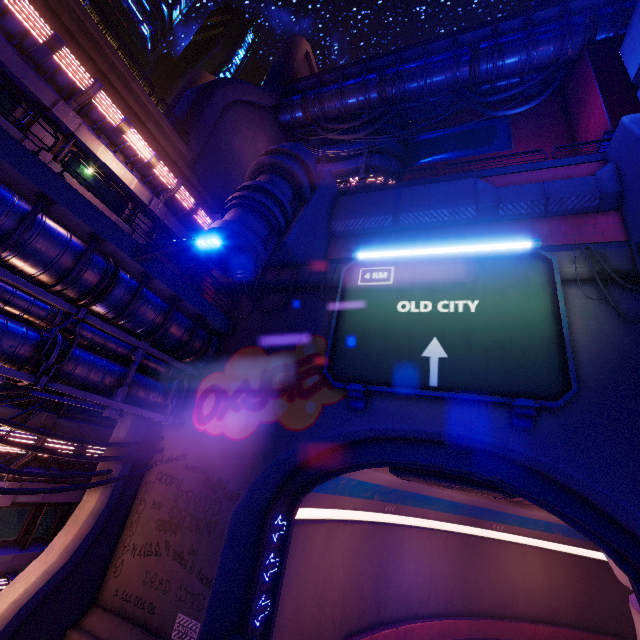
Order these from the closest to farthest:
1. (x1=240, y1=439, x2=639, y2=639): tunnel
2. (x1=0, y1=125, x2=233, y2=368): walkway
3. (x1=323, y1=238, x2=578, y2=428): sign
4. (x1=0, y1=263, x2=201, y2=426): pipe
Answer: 1. (x1=0, y1=125, x2=233, y2=368): walkway
2. (x1=0, y1=263, x2=201, y2=426): pipe
3. (x1=323, y1=238, x2=578, y2=428): sign
4. (x1=240, y1=439, x2=639, y2=639): tunnel

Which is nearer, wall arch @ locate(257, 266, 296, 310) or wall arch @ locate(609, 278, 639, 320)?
wall arch @ locate(609, 278, 639, 320)

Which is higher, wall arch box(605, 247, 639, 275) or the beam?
the beam

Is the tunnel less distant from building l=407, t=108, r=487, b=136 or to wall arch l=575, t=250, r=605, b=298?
wall arch l=575, t=250, r=605, b=298

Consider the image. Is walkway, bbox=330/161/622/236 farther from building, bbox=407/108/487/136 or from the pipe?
the pipe

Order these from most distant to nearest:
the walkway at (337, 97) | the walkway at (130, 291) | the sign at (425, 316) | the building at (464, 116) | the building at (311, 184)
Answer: the building at (464, 116) → the walkway at (337, 97) → the building at (311, 184) → the sign at (425, 316) → the walkway at (130, 291)

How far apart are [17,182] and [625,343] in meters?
17.7

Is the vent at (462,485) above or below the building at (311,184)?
below
